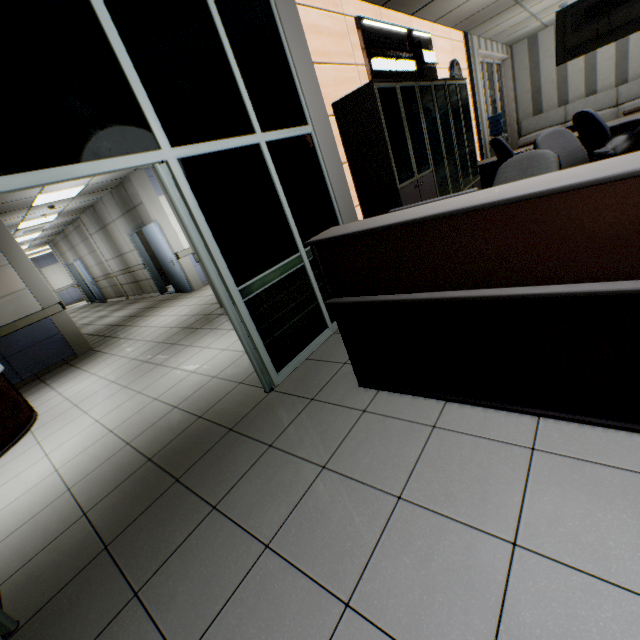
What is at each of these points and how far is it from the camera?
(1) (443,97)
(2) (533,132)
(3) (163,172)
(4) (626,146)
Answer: (1) cabinet, 4.6m
(2) sofa, 10.6m
(3) door, 2.2m
(4) lamp, 1.4m

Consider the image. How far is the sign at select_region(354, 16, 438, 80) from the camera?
4.0 meters

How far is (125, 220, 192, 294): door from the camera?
8.6m

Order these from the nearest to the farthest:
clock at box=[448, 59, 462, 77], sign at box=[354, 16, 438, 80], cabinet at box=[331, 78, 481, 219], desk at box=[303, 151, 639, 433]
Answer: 1. desk at box=[303, 151, 639, 433]
2. cabinet at box=[331, 78, 481, 219]
3. sign at box=[354, 16, 438, 80]
4. clock at box=[448, 59, 462, 77]

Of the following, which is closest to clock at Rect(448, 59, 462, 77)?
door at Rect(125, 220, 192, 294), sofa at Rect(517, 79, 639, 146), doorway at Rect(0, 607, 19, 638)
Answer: sofa at Rect(517, 79, 639, 146)

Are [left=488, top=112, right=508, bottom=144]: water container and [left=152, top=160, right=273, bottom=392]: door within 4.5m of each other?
no

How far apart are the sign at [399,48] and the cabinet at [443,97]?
0.19m

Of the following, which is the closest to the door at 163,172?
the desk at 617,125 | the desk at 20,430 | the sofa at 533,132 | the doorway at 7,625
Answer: the desk at 617,125
